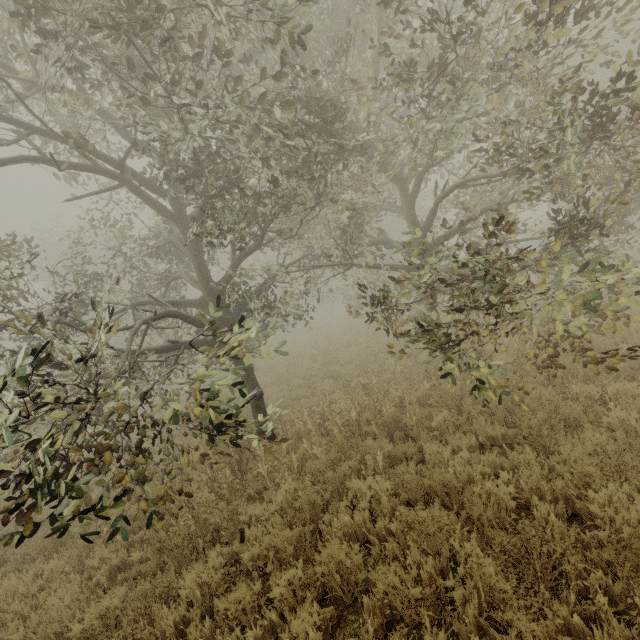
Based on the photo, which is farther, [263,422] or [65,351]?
[263,422]
